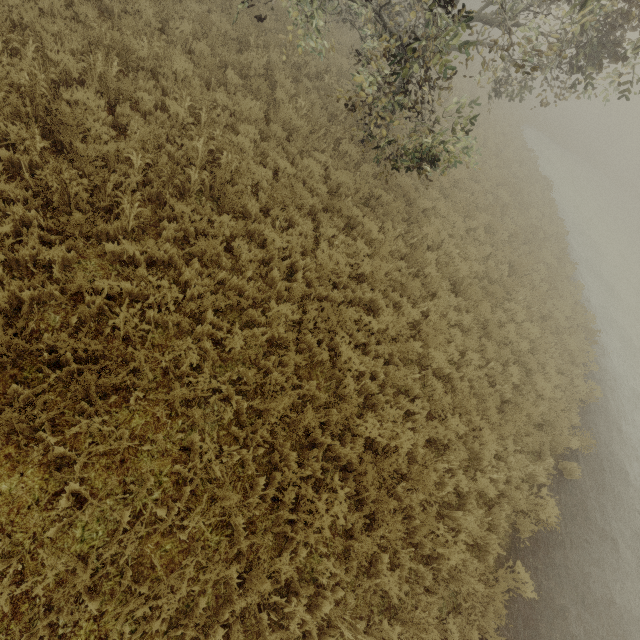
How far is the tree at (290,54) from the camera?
6.94m

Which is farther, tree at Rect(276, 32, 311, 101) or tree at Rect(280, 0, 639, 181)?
tree at Rect(276, 32, 311, 101)

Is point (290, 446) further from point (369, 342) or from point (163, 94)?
point (163, 94)

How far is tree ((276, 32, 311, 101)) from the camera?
6.94m

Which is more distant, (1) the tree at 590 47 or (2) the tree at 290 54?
(2) the tree at 290 54

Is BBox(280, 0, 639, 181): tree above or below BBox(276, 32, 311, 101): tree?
above
